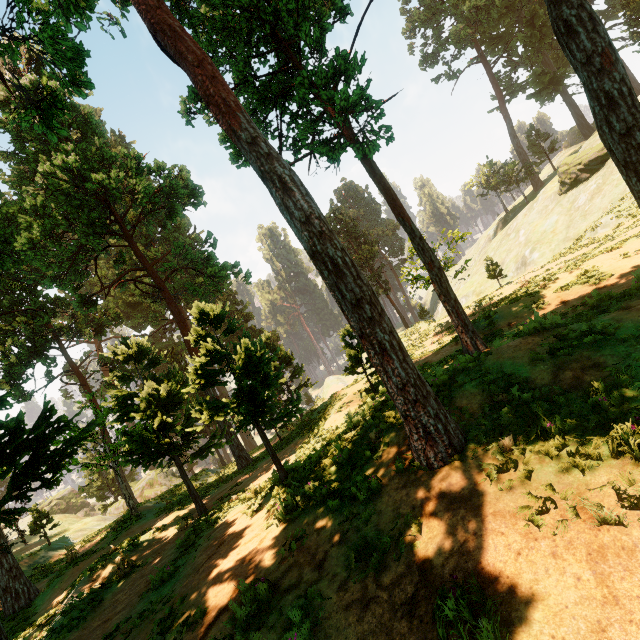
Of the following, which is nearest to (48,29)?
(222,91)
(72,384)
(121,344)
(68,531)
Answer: (222,91)

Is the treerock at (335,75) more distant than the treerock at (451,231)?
No

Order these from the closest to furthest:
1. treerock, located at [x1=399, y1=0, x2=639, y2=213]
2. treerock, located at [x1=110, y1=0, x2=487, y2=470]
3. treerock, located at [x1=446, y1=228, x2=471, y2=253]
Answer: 1. treerock, located at [x1=110, y1=0, x2=487, y2=470]
2. treerock, located at [x1=399, y1=0, x2=639, y2=213]
3. treerock, located at [x1=446, y1=228, x2=471, y2=253]

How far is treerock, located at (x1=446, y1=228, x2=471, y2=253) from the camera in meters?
23.1 m

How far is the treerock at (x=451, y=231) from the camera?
23.1 meters

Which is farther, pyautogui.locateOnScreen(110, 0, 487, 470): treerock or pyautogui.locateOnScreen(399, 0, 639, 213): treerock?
pyautogui.locateOnScreen(399, 0, 639, 213): treerock
